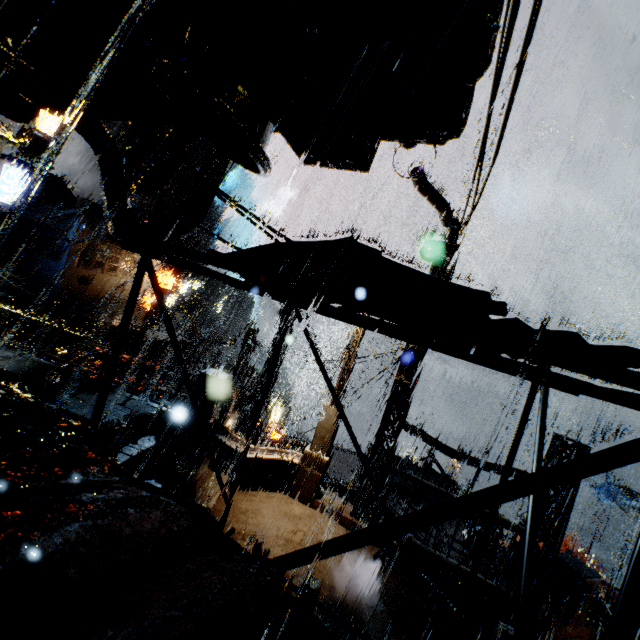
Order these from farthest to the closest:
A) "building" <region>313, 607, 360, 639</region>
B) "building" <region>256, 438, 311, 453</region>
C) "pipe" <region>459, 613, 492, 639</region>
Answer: "building" <region>256, 438, 311, 453</region>, "pipe" <region>459, 613, 492, 639</region>, "building" <region>313, 607, 360, 639</region>

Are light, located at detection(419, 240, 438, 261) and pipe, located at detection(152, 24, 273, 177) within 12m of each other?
yes

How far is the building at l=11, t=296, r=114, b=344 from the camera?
Answer: 26.81m

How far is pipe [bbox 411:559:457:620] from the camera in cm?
797

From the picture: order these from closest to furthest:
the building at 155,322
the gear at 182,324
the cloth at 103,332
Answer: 1. the cloth at 103,332
2. the building at 155,322
3. the gear at 182,324

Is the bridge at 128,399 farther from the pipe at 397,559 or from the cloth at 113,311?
the cloth at 113,311

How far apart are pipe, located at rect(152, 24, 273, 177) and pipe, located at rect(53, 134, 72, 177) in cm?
6737

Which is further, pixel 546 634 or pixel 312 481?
pixel 312 481
